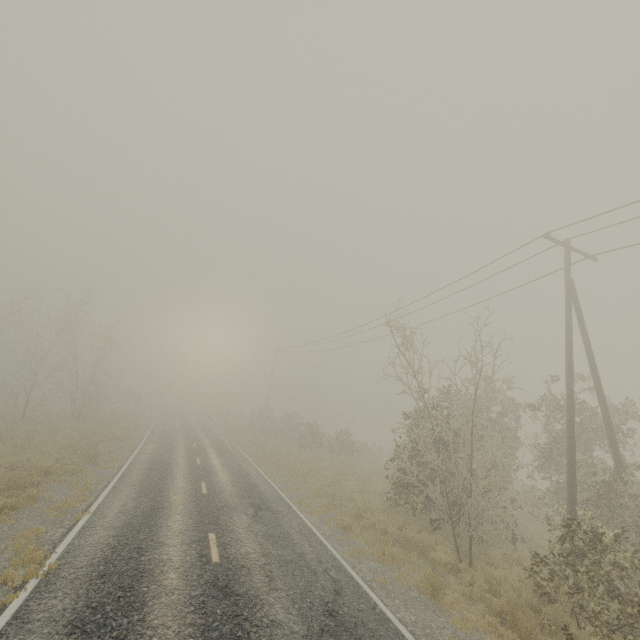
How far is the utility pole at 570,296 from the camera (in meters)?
10.55

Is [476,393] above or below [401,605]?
above

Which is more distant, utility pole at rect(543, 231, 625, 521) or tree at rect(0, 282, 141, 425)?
tree at rect(0, 282, 141, 425)

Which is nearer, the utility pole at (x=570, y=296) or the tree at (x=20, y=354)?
the utility pole at (x=570, y=296)

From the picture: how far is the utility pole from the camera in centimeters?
1055cm
